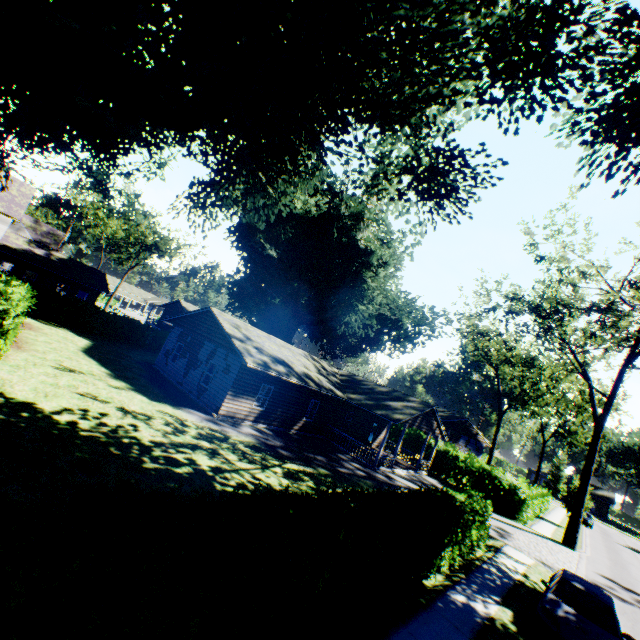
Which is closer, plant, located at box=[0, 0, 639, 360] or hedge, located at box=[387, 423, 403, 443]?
plant, located at box=[0, 0, 639, 360]

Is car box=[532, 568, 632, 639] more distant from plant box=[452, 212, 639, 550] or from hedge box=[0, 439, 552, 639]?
plant box=[452, 212, 639, 550]

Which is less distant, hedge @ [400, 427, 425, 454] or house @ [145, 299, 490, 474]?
house @ [145, 299, 490, 474]

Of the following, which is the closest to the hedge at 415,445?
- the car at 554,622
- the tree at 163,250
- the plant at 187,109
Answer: the plant at 187,109

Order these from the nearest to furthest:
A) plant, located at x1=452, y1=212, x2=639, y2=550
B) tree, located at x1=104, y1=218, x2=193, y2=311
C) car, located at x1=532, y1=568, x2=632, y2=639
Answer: car, located at x1=532, y1=568, x2=632, y2=639, plant, located at x1=452, y1=212, x2=639, y2=550, tree, located at x1=104, y1=218, x2=193, y2=311

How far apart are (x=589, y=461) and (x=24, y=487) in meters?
32.8

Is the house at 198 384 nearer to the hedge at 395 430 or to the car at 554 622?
the hedge at 395 430

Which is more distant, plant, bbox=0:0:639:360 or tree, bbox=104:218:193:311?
tree, bbox=104:218:193:311
